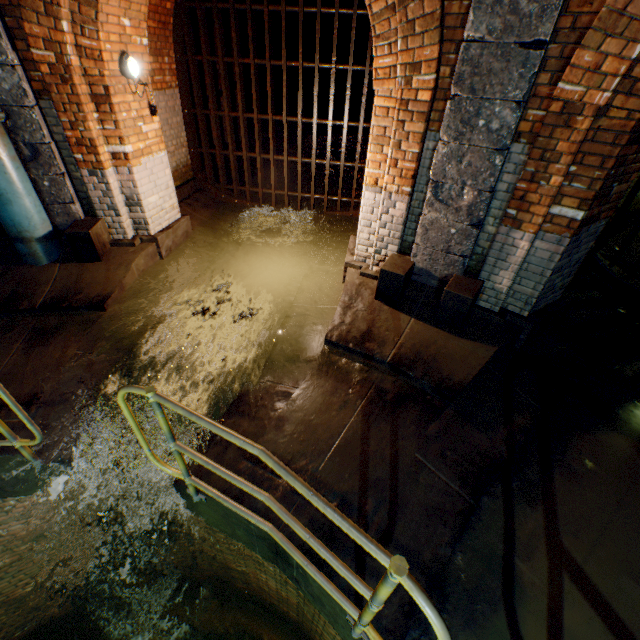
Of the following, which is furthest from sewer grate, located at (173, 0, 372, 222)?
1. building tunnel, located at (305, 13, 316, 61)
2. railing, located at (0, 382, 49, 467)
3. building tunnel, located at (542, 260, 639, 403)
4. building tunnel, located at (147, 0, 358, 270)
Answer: building tunnel, located at (305, 13, 316, 61)

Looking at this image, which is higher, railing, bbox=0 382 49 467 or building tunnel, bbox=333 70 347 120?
building tunnel, bbox=333 70 347 120

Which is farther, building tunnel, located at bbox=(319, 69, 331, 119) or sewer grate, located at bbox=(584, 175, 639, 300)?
building tunnel, located at bbox=(319, 69, 331, 119)

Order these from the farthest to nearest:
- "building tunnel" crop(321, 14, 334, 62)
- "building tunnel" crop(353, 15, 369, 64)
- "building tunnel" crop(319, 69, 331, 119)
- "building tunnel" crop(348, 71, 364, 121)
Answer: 1. "building tunnel" crop(348, 71, 364, 121)
2. "building tunnel" crop(319, 69, 331, 119)
3. "building tunnel" crop(353, 15, 369, 64)
4. "building tunnel" crop(321, 14, 334, 62)

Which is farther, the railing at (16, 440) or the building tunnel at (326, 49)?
the building tunnel at (326, 49)

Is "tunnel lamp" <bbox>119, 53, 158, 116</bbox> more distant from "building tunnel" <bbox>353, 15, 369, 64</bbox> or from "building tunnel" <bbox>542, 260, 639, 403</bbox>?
"building tunnel" <bbox>353, 15, 369, 64</bbox>

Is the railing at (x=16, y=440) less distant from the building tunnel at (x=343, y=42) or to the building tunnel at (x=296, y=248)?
the building tunnel at (x=296, y=248)

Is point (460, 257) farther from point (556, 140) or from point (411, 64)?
point (411, 64)
